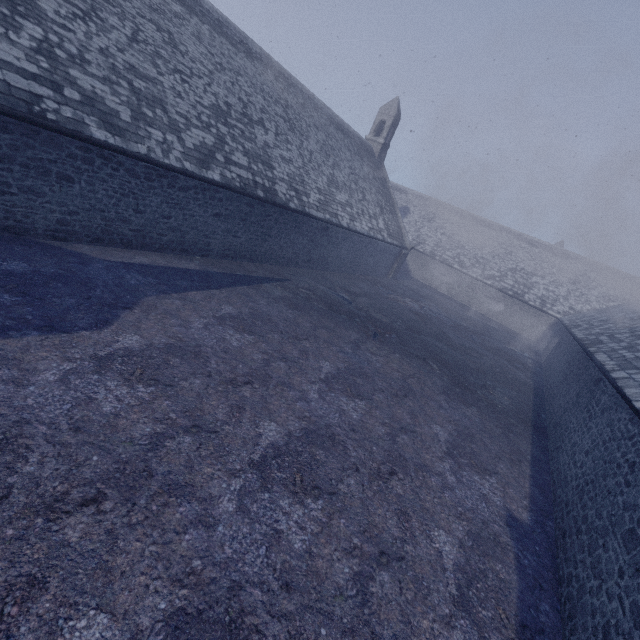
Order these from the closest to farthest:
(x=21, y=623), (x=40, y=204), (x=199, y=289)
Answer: (x=21, y=623) → (x=40, y=204) → (x=199, y=289)
